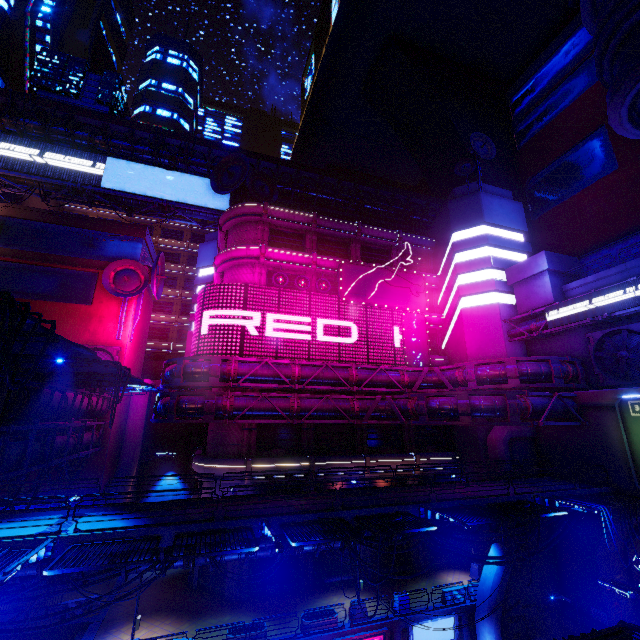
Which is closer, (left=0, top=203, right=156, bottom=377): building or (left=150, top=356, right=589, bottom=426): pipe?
(left=150, top=356, right=589, bottom=426): pipe

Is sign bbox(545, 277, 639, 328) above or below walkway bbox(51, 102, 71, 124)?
below

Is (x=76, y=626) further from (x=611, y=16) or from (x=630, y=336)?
(x=611, y=16)

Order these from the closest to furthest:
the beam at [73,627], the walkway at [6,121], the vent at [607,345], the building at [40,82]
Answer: the beam at [73,627], the vent at [607,345], the walkway at [6,121], the building at [40,82]

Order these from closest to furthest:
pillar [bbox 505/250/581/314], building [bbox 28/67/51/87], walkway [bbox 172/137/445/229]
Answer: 1. pillar [bbox 505/250/581/314]
2. walkway [bbox 172/137/445/229]
3. building [bbox 28/67/51/87]

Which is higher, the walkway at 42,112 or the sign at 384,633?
the walkway at 42,112

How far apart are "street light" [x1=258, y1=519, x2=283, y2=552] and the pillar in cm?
2743

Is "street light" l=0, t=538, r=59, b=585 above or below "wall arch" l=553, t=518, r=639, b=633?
above
